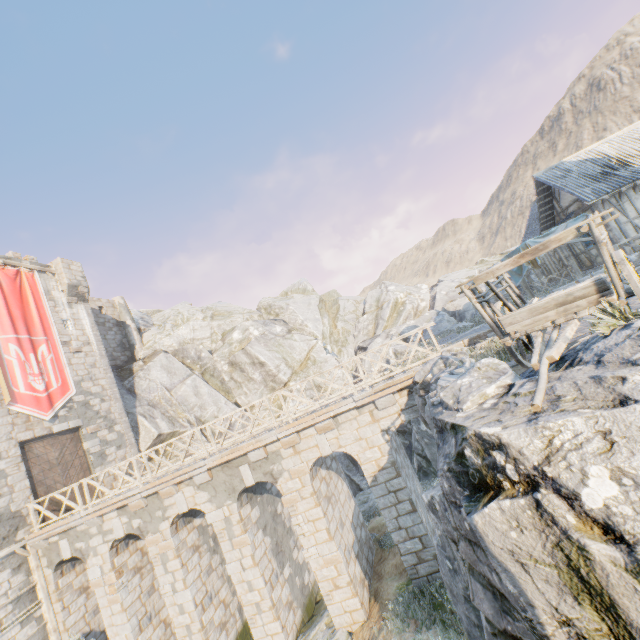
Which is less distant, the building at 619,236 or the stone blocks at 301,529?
the stone blocks at 301,529

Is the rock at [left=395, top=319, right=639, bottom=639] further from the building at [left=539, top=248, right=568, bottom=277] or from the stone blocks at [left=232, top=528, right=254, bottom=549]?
the stone blocks at [left=232, top=528, right=254, bottom=549]

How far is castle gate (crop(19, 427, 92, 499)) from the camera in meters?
14.8 m

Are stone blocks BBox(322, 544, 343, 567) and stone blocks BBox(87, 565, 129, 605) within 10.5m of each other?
yes

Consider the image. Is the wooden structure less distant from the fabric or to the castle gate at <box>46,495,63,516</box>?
the castle gate at <box>46,495,63,516</box>

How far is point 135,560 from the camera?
13.5m

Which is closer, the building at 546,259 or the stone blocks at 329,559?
the stone blocks at 329,559

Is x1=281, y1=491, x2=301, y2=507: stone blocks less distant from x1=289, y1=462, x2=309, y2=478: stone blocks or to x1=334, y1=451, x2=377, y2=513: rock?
x1=289, y1=462, x2=309, y2=478: stone blocks
